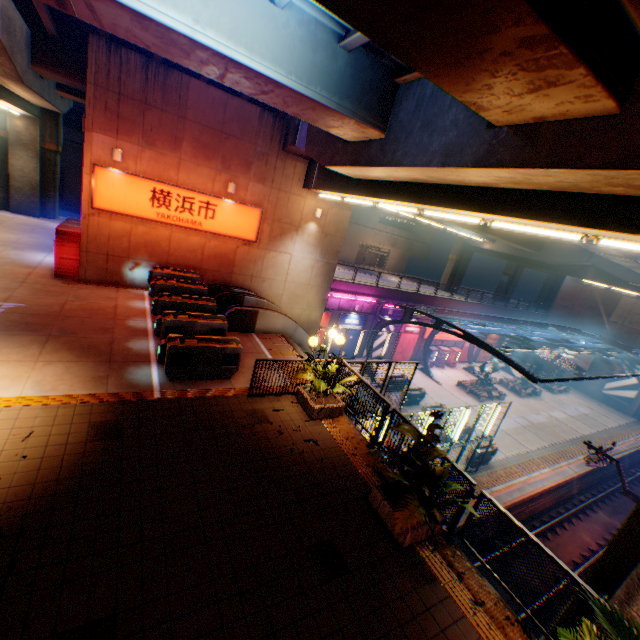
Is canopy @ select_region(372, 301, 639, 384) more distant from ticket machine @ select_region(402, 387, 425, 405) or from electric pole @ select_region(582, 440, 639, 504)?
electric pole @ select_region(582, 440, 639, 504)

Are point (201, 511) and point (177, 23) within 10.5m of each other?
yes

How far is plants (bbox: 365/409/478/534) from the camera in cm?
537

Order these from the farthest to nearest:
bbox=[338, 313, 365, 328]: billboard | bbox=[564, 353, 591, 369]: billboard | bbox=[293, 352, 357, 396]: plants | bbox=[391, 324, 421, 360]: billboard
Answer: bbox=[564, 353, 591, 369]: billboard
bbox=[391, 324, 421, 360]: billboard
bbox=[338, 313, 365, 328]: billboard
bbox=[293, 352, 357, 396]: plants

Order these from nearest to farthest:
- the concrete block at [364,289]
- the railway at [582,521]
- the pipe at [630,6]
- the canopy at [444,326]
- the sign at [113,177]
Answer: the pipe at [630,6] → the sign at [113,177] → the railway at [582,521] → the canopy at [444,326] → the concrete block at [364,289]

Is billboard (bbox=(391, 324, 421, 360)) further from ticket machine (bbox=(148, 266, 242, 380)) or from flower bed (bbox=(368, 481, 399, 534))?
flower bed (bbox=(368, 481, 399, 534))

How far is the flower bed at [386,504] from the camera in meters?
5.9 m

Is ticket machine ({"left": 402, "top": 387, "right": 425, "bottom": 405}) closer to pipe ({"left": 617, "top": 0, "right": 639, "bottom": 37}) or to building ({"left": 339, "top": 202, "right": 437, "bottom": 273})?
pipe ({"left": 617, "top": 0, "right": 639, "bottom": 37})
